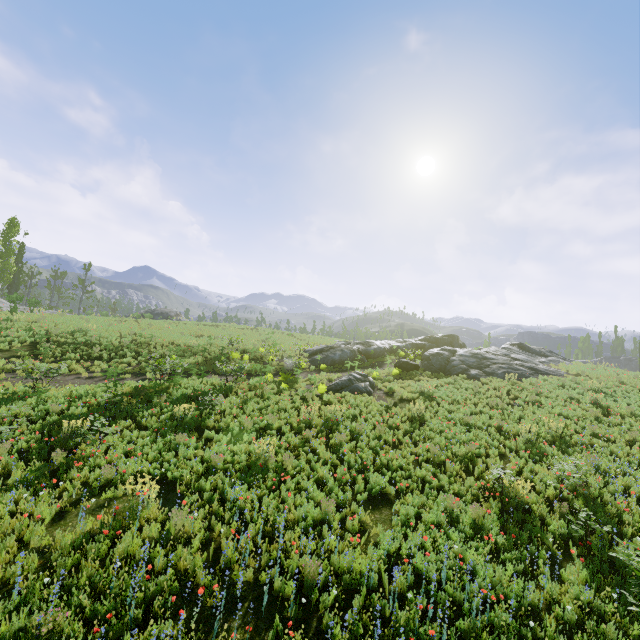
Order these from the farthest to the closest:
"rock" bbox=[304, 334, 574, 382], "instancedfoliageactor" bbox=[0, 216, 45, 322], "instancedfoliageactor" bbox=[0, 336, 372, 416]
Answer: "instancedfoliageactor" bbox=[0, 216, 45, 322] → "rock" bbox=[304, 334, 574, 382] → "instancedfoliageactor" bbox=[0, 336, 372, 416]

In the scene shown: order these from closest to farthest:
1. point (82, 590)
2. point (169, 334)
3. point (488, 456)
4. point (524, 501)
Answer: point (82, 590) < point (524, 501) < point (488, 456) < point (169, 334)

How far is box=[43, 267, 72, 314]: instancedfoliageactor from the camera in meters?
41.5 m

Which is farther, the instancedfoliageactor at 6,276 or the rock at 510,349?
the instancedfoliageactor at 6,276

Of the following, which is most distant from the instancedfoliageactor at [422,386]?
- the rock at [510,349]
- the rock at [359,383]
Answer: the rock at [510,349]

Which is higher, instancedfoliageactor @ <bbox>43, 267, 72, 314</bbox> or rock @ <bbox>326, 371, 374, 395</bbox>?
instancedfoliageactor @ <bbox>43, 267, 72, 314</bbox>

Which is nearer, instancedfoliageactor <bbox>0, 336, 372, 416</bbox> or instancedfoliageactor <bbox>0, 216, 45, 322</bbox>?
instancedfoliageactor <bbox>0, 336, 372, 416</bbox>

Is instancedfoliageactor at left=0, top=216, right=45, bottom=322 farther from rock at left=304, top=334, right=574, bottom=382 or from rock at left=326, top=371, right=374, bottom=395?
rock at left=304, top=334, right=574, bottom=382
